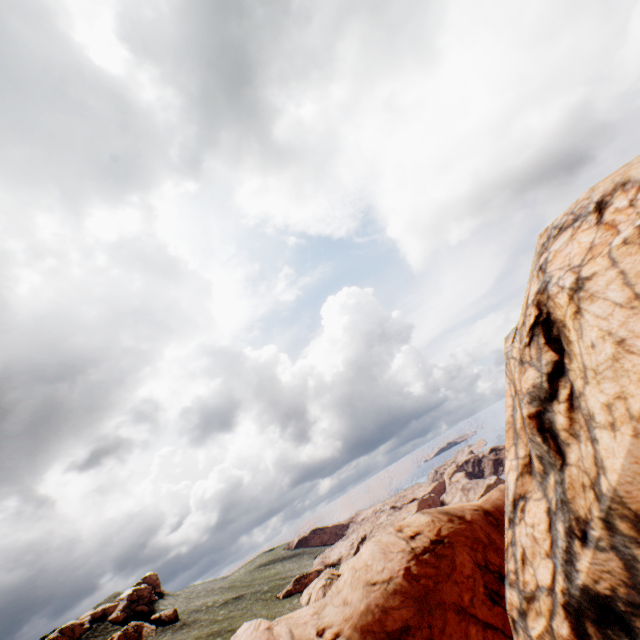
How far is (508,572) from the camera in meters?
8.6 m
